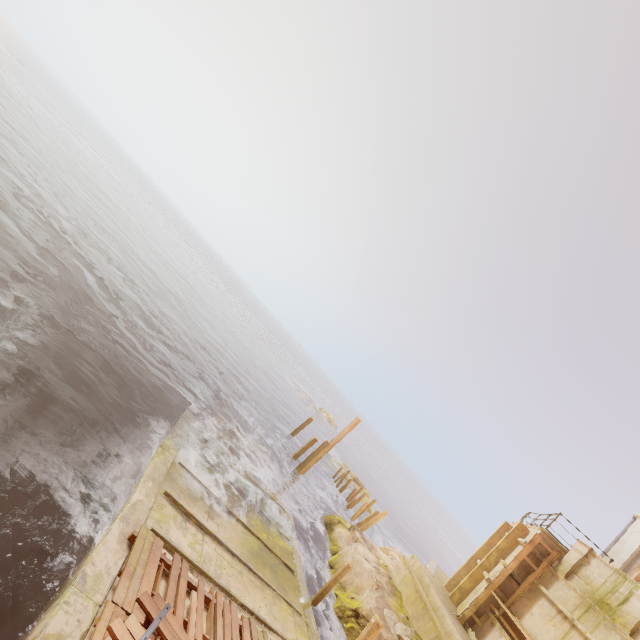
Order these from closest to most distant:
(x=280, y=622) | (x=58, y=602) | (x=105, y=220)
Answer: (x=58, y=602) < (x=280, y=622) < (x=105, y=220)

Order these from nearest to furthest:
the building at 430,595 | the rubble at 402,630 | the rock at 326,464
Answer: the rubble at 402,630
the building at 430,595
the rock at 326,464

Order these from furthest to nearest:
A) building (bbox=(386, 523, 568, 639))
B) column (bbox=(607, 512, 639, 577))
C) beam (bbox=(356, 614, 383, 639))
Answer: column (bbox=(607, 512, 639, 577)) < building (bbox=(386, 523, 568, 639)) < beam (bbox=(356, 614, 383, 639))

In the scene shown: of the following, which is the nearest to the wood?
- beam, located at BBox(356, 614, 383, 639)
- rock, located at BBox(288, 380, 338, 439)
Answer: beam, located at BBox(356, 614, 383, 639)

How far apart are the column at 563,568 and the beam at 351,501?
13.1m

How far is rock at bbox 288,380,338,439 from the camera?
51.09m

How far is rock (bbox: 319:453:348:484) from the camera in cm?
2933

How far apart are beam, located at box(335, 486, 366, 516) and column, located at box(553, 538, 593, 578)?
13.06m
